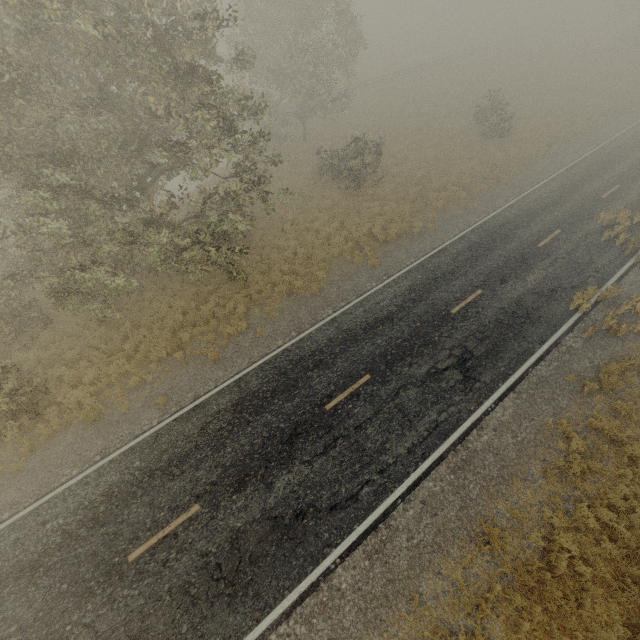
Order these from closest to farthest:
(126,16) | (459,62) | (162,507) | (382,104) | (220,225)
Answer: (126,16) → (162,507) → (220,225) → (382,104) → (459,62)
